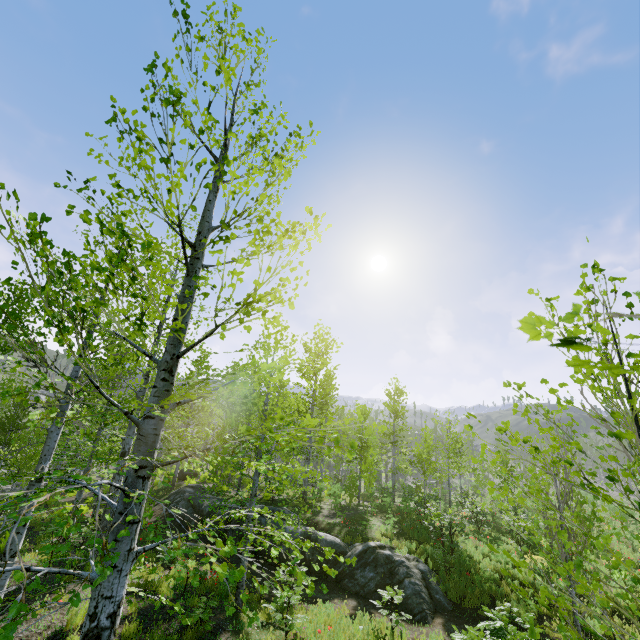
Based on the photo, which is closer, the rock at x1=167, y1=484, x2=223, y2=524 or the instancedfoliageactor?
the instancedfoliageactor

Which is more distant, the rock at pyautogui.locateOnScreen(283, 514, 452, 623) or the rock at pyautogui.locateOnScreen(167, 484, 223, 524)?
the rock at pyautogui.locateOnScreen(167, 484, 223, 524)

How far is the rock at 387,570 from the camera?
9.8m

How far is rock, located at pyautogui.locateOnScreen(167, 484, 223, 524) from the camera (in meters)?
15.55

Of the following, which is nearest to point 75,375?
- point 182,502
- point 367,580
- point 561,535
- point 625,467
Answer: point 561,535
